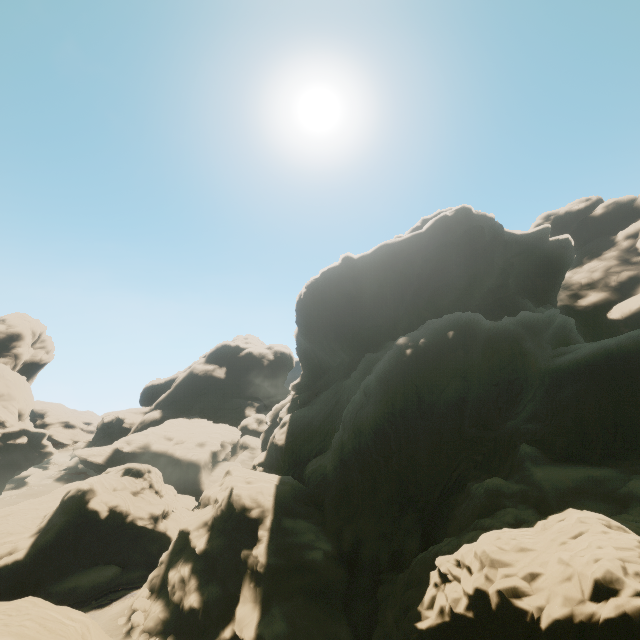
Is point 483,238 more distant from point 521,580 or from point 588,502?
point 521,580
